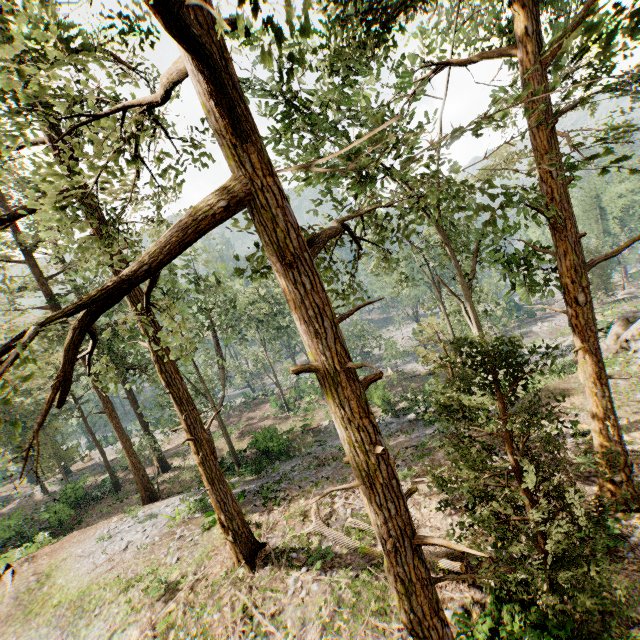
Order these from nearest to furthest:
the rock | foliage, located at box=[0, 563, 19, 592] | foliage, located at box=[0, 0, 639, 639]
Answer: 1. foliage, located at box=[0, 0, 639, 639]
2. foliage, located at box=[0, 563, 19, 592]
3. the rock

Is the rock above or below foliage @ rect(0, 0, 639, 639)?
below

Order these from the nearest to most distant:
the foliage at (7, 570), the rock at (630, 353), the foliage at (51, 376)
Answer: the foliage at (51, 376), the foliage at (7, 570), the rock at (630, 353)

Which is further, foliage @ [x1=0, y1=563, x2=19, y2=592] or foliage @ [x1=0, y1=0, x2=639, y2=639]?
foliage @ [x1=0, y1=563, x2=19, y2=592]

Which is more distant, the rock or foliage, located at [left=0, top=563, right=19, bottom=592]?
the rock

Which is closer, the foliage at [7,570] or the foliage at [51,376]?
the foliage at [51,376]

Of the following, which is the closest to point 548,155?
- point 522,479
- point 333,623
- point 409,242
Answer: point 522,479
